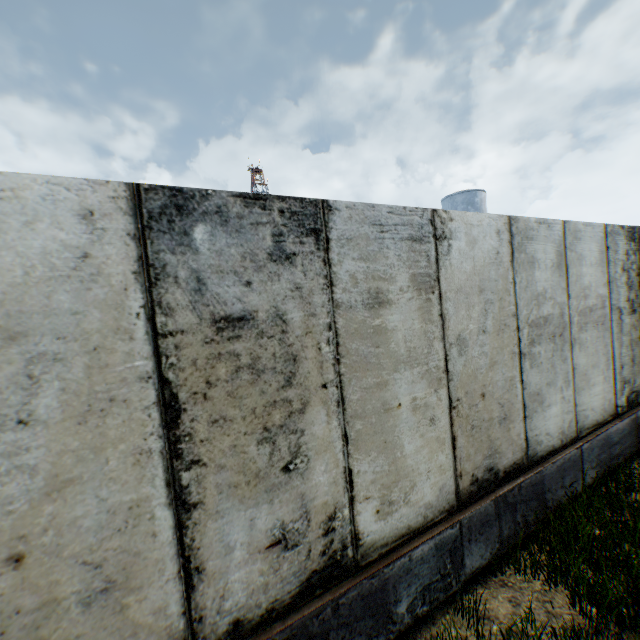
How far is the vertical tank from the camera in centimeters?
3078cm

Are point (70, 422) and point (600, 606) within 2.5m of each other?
no

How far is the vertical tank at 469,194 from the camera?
30.8 meters
